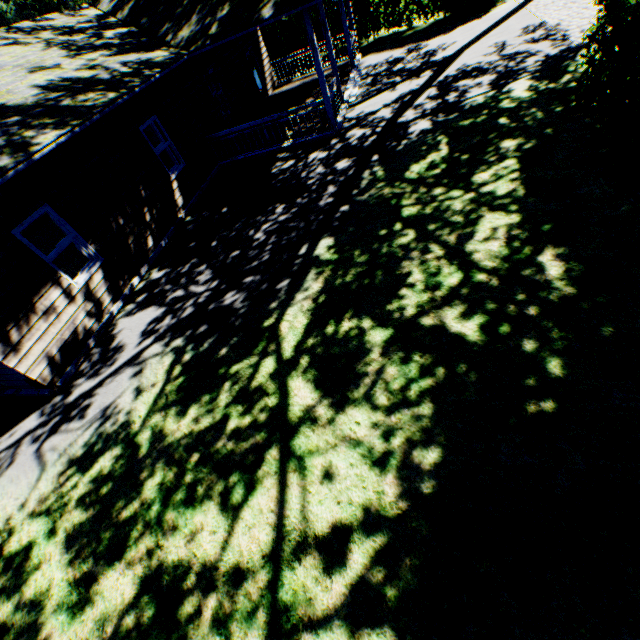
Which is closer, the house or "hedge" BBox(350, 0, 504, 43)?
the house

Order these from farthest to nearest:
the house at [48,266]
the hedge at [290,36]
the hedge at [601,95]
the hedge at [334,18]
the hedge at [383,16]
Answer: the hedge at [290,36] < the hedge at [334,18] < the hedge at [383,16] < the house at [48,266] < the hedge at [601,95]

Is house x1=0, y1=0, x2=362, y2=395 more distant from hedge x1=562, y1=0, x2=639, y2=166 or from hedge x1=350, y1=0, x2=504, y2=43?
hedge x1=562, y1=0, x2=639, y2=166

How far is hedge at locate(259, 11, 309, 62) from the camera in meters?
19.6

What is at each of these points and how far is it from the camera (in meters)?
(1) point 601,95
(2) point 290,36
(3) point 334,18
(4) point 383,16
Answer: (1) hedge, 6.62
(2) hedge, 20.16
(3) hedge, 18.69
(4) hedge, 17.77

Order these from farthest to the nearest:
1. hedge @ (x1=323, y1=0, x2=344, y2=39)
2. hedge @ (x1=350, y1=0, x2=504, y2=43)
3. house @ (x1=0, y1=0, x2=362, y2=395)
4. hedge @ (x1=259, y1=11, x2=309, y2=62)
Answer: hedge @ (x1=259, y1=11, x2=309, y2=62), hedge @ (x1=323, y1=0, x2=344, y2=39), hedge @ (x1=350, y1=0, x2=504, y2=43), house @ (x1=0, y1=0, x2=362, y2=395)

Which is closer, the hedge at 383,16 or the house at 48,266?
the house at 48,266

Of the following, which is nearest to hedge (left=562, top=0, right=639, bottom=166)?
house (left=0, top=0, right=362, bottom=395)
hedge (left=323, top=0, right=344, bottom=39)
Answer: house (left=0, top=0, right=362, bottom=395)
